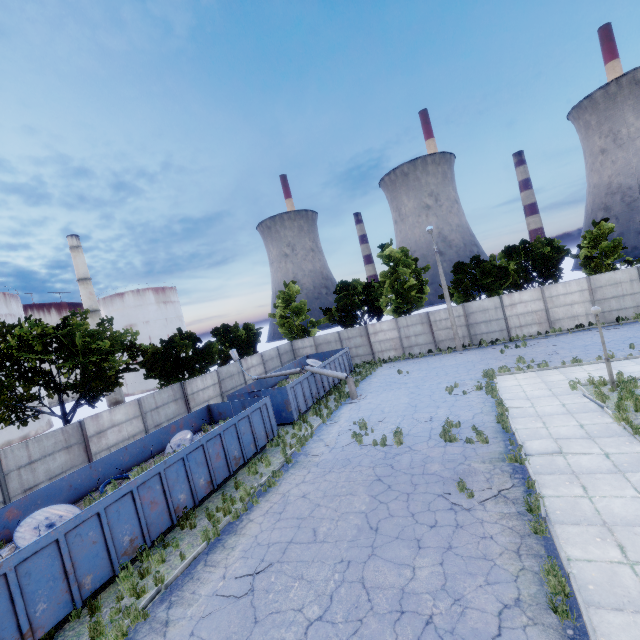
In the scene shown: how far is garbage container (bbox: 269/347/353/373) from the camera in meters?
24.6

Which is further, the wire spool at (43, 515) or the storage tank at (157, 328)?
the storage tank at (157, 328)

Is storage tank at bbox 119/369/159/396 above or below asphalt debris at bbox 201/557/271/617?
above

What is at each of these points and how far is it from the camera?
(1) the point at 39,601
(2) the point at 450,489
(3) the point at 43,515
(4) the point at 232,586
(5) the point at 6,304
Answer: (1) garbage container, 7.37m
(2) asphalt debris, 9.23m
(3) wire spool, 9.60m
(4) asphalt debris, 7.66m
(5) storage tank, 37.62m

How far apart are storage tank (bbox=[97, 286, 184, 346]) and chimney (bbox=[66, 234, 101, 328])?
5.80m

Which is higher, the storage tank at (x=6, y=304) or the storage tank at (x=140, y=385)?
the storage tank at (x=6, y=304)

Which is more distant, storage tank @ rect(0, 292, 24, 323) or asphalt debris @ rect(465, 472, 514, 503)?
storage tank @ rect(0, 292, 24, 323)

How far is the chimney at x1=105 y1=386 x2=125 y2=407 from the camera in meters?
46.0
